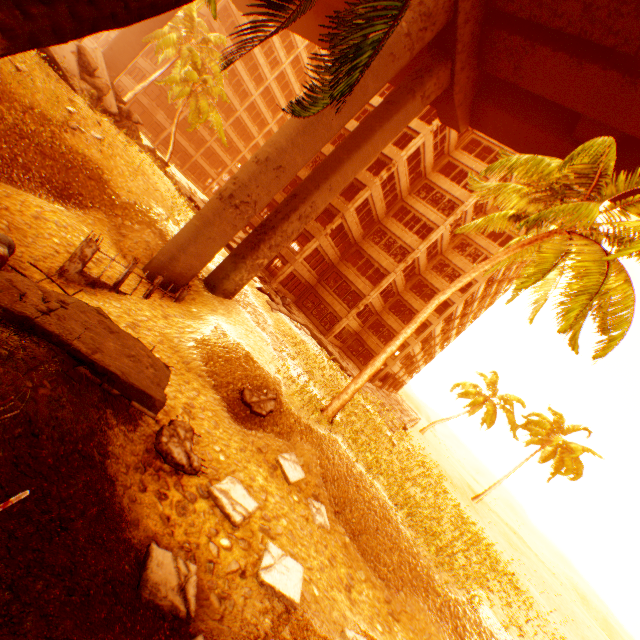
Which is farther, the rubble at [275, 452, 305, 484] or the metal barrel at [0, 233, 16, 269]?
the rubble at [275, 452, 305, 484]

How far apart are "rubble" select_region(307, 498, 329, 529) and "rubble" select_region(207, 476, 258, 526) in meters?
2.5 m

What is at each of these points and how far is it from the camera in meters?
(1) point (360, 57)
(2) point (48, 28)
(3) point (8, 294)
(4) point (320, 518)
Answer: (1) rubble, 3.9
(2) rubble, 2.7
(3) floor rubble, 5.1
(4) rubble, 9.0

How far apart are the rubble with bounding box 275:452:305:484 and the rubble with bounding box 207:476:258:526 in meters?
2.2

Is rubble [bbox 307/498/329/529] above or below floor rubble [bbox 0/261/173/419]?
below

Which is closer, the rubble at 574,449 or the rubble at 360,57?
the rubble at 360,57

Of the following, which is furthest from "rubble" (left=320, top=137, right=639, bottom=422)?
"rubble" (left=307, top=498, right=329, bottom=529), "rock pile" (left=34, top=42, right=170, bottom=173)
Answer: "rubble" (left=307, top=498, right=329, bottom=529)

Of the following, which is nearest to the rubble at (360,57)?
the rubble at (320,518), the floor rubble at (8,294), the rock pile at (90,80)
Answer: the rock pile at (90,80)
